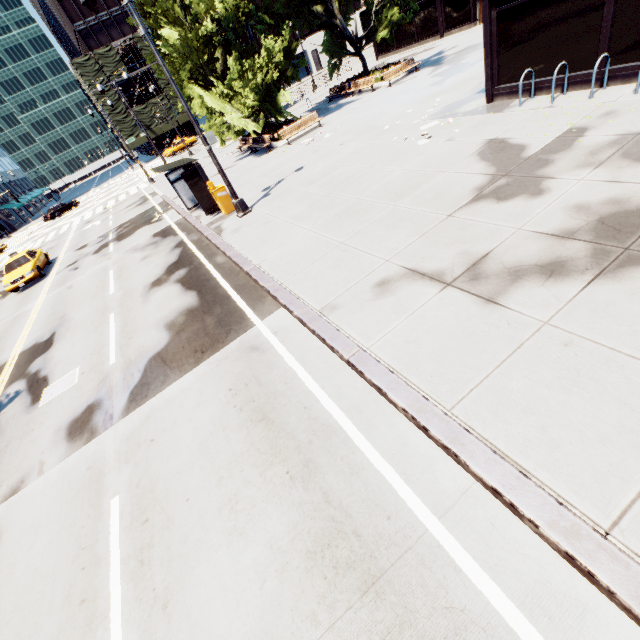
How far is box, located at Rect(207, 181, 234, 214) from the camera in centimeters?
1338cm

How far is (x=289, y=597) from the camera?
3.32m

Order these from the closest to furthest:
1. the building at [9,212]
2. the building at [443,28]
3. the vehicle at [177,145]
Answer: the building at [443,28] → the vehicle at [177,145] → the building at [9,212]

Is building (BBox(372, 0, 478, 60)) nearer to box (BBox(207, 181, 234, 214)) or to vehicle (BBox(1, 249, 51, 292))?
box (BBox(207, 181, 234, 214))

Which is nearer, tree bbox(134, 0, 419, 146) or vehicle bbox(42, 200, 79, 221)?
tree bbox(134, 0, 419, 146)

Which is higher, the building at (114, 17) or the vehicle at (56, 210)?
Result: the building at (114, 17)

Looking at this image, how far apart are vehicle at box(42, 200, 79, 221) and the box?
43.9 meters

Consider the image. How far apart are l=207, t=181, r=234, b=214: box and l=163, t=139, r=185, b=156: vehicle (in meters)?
43.12
